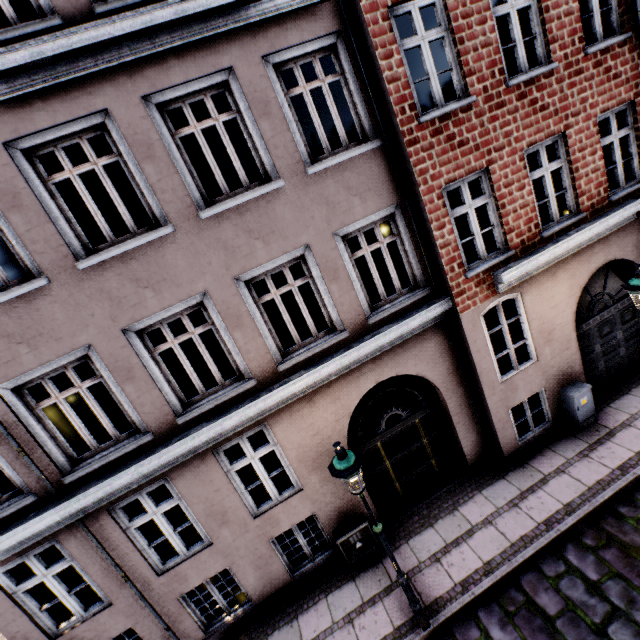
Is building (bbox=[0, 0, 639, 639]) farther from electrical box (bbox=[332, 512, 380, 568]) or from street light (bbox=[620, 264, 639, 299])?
street light (bbox=[620, 264, 639, 299])

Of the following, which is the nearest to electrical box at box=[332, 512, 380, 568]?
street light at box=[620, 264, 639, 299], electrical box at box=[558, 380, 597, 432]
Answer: street light at box=[620, 264, 639, 299]

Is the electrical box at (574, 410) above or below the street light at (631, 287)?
below

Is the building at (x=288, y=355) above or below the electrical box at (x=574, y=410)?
above

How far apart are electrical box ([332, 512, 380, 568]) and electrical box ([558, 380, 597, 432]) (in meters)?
5.37

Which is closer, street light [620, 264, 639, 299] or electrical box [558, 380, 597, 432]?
street light [620, 264, 639, 299]

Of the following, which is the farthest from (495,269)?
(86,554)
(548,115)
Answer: (86,554)

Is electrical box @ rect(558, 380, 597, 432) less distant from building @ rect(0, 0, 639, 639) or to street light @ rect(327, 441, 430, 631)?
building @ rect(0, 0, 639, 639)
